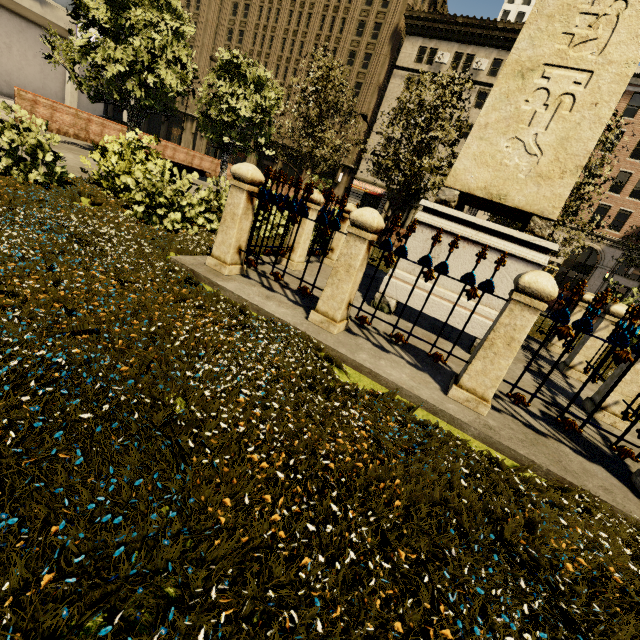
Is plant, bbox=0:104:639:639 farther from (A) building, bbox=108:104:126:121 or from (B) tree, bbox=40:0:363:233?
(A) building, bbox=108:104:126:121

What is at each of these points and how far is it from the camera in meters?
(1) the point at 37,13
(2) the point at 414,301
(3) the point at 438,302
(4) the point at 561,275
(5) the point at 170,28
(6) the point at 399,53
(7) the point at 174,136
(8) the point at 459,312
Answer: (1) building, 22.2 m
(2) obelisk, 5.0 m
(3) obelisk, 4.8 m
(4) building, 44.4 m
(5) tree, 11.0 m
(6) building, 38.9 m
(7) building, 54.1 m
(8) obelisk, 4.7 m

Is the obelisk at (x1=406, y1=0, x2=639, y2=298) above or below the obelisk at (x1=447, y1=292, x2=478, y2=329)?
above

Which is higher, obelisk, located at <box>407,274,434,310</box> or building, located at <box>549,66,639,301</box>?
building, located at <box>549,66,639,301</box>

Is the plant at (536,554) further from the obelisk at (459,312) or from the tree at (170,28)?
the obelisk at (459,312)

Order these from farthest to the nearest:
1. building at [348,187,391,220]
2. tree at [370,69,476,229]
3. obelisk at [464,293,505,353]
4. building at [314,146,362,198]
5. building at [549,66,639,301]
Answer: building at [314,146,362,198] < building at [348,187,391,220] < building at [549,66,639,301] < tree at [370,69,476,229] < obelisk at [464,293,505,353]

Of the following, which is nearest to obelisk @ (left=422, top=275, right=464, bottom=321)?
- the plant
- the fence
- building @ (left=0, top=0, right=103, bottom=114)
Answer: the fence

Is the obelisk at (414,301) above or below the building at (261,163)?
below
